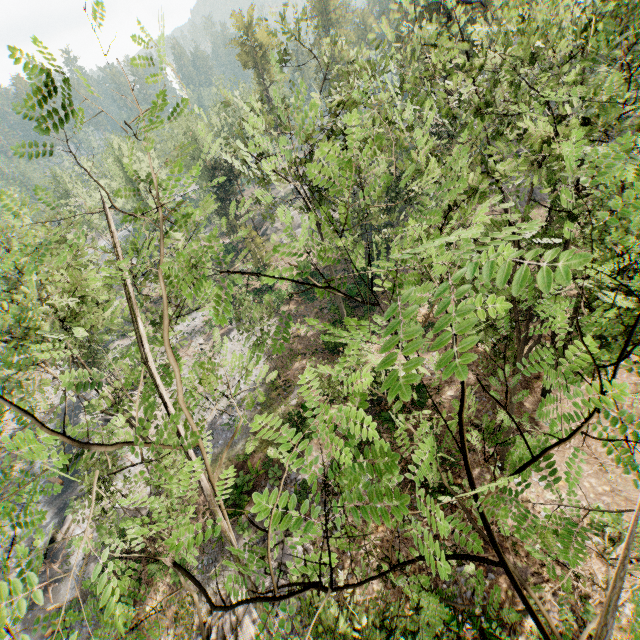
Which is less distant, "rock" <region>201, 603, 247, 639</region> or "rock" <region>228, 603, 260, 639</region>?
"rock" <region>228, 603, 260, 639</region>

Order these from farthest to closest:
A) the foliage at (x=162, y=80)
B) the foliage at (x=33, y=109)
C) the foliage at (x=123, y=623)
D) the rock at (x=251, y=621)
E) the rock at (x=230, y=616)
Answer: the rock at (x=230, y=616) → the rock at (x=251, y=621) → the foliage at (x=162, y=80) → the foliage at (x=33, y=109) → the foliage at (x=123, y=623)

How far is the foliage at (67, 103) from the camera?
3.3m

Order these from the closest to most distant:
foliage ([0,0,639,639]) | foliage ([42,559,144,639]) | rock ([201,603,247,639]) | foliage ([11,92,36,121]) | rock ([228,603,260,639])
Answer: foliage ([0,0,639,639]) → foliage ([42,559,144,639]) → foliage ([11,92,36,121]) → rock ([228,603,260,639]) → rock ([201,603,247,639])

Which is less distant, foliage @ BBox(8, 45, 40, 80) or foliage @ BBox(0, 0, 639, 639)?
foliage @ BBox(0, 0, 639, 639)

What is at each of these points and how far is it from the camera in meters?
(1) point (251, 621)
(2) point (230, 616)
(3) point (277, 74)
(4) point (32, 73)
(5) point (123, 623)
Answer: (1) rock, 13.1
(2) rock, 13.6
(3) foliage, 2.4
(4) foliage, 3.3
(5) foliage, 3.7
